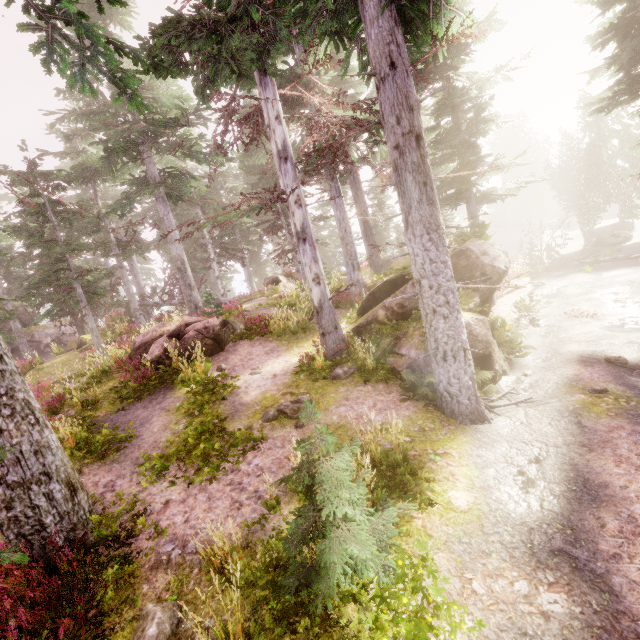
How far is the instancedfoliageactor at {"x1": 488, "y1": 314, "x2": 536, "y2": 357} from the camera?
10.6 meters

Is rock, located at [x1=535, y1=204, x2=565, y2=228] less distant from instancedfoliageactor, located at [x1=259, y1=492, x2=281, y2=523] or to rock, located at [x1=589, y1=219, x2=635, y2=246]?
instancedfoliageactor, located at [x1=259, y1=492, x2=281, y2=523]

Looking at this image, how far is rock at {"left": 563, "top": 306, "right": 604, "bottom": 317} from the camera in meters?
13.4 m

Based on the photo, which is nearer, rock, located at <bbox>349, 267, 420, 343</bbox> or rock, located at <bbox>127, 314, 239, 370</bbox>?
rock, located at <bbox>349, 267, 420, 343</bbox>

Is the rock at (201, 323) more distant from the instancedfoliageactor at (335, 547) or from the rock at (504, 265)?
the rock at (504, 265)

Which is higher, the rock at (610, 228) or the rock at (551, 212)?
the rock at (551, 212)

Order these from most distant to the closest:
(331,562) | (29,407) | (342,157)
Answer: (342,157), (29,407), (331,562)

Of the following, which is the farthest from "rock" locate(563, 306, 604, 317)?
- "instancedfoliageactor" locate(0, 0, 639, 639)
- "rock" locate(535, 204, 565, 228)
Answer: "rock" locate(535, 204, 565, 228)
